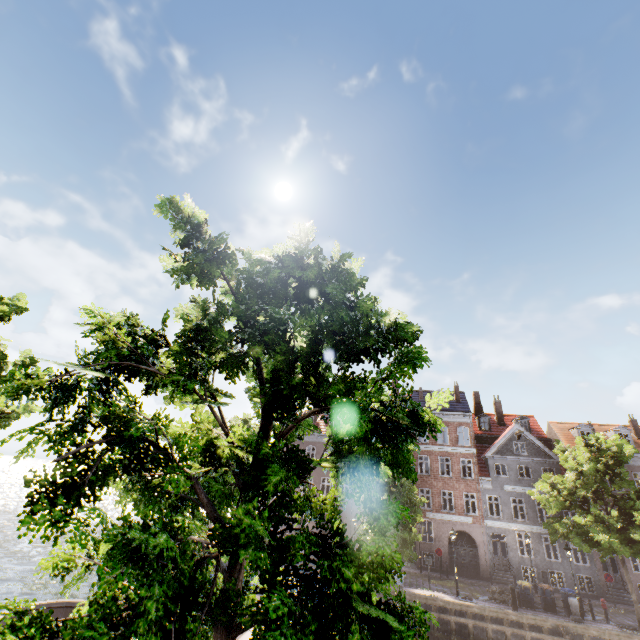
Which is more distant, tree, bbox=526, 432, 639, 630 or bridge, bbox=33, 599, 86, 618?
tree, bbox=526, 432, 639, 630

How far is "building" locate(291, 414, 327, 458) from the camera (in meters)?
35.59

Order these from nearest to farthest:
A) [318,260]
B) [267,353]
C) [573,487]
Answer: [318,260] → [267,353] → [573,487]

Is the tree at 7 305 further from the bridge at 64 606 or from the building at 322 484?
the building at 322 484

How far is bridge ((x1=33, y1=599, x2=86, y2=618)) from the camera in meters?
10.8 m

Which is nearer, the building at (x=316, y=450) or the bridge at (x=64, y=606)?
the bridge at (x=64, y=606)

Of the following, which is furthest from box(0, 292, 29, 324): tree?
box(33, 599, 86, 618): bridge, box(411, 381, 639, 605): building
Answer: box(411, 381, 639, 605): building

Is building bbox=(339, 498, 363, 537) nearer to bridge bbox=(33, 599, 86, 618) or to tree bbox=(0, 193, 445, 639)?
tree bbox=(0, 193, 445, 639)
